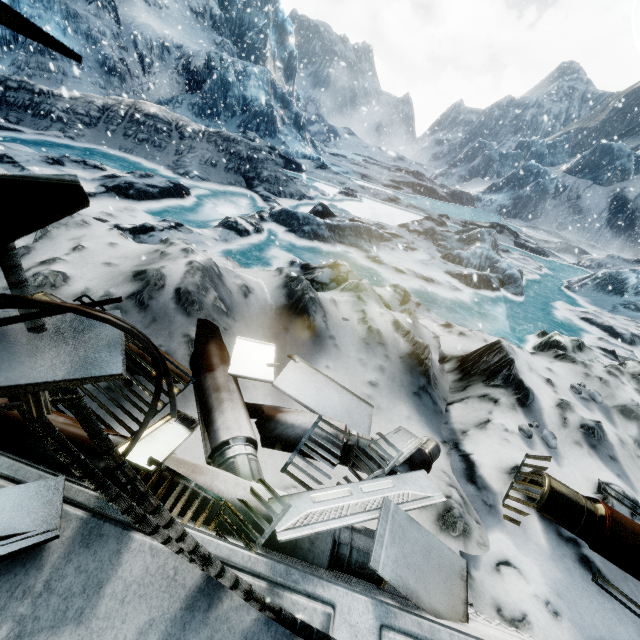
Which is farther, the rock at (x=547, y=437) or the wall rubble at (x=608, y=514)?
the rock at (x=547, y=437)

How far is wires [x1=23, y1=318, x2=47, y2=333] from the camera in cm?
85

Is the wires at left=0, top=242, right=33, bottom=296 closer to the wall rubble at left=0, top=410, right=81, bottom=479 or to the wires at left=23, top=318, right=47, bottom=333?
the wires at left=23, top=318, right=47, bottom=333

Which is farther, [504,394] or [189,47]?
[189,47]

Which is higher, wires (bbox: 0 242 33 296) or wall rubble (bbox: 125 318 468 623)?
wires (bbox: 0 242 33 296)

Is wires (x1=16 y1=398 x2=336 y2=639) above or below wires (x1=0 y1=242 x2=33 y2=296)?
below

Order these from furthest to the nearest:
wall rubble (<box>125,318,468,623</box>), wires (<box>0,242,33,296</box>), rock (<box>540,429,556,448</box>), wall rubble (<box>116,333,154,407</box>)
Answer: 1. rock (<box>540,429,556,448</box>)
2. wall rubble (<box>116,333,154,407</box>)
3. wall rubble (<box>125,318,468,623</box>)
4. wires (<box>0,242,33,296</box>)

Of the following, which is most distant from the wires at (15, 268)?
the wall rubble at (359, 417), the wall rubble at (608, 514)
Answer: the wall rubble at (608, 514)
